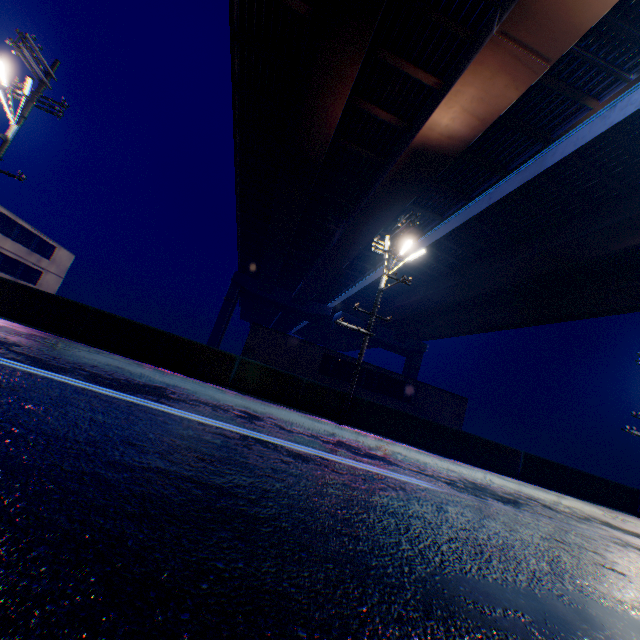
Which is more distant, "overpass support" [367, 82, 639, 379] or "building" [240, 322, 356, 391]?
"building" [240, 322, 356, 391]

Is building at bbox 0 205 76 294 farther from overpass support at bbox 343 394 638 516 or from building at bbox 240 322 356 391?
overpass support at bbox 343 394 638 516

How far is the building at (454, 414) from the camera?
25.2 meters

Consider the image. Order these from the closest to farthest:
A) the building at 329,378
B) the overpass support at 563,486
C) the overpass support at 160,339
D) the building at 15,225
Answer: the overpass support at 160,339 < the overpass support at 563,486 < the building at 329,378 < the building at 15,225

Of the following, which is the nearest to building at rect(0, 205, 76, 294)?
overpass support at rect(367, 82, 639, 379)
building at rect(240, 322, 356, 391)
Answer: building at rect(240, 322, 356, 391)

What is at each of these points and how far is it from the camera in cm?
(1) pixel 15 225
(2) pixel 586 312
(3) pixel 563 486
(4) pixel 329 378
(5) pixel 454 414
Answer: (1) building, 2983
(2) overpass support, 2998
(3) overpass support, 1557
(4) building, 2431
(5) building, 2638

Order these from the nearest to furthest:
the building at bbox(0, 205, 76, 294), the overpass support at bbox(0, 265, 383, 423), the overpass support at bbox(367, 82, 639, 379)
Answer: the overpass support at bbox(0, 265, 383, 423) < the overpass support at bbox(367, 82, 639, 379) < the building at bbox(0, 205, 76, 294)
